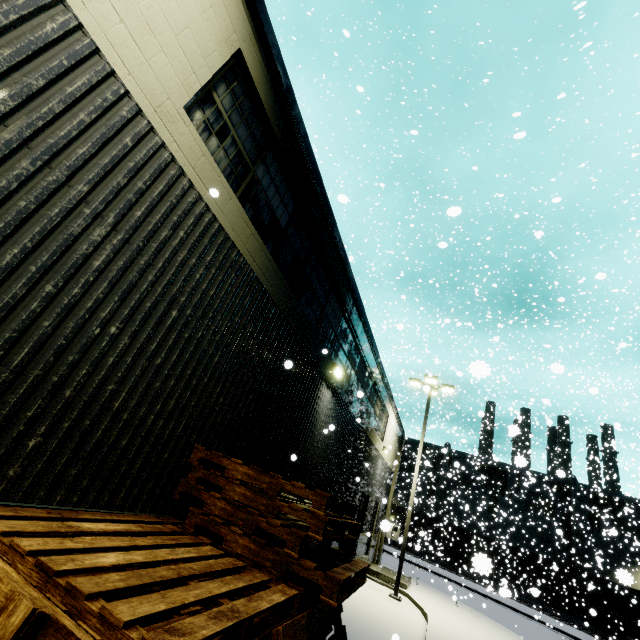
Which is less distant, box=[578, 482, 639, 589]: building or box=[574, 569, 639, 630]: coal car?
box=[578, 482, 639, 589]: building

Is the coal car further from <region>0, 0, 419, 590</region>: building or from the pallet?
the pallet

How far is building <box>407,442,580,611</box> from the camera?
30.45m

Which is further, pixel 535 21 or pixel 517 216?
pixel 535 21

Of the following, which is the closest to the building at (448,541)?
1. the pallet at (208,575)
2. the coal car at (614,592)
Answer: the pallet at (208,575)

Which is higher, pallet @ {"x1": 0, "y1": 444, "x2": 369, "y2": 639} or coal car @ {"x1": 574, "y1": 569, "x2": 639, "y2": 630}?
coal car @ {"x1": 574, "y1": 569, "x2": 639, "y2": 630}

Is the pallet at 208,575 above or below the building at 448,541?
below

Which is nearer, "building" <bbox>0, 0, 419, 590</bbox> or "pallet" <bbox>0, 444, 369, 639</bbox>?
"pallet" <bbox>0, 444, 369, 639</bbox>
